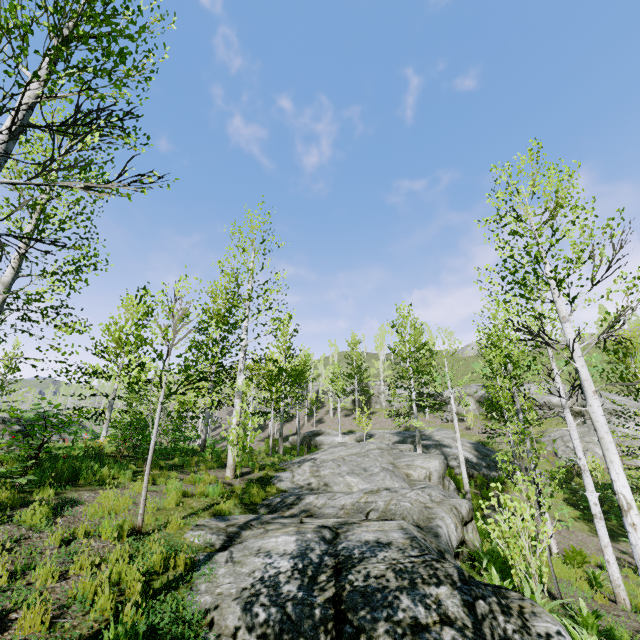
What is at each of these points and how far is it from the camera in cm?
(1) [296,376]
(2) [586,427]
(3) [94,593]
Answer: (1) instancedfoliageactor, 2598
(2) rock, 2412
(3) instancedfoliageactor, 396

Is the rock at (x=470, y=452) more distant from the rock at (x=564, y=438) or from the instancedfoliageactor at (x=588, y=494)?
the rock at (x=564, y=438)

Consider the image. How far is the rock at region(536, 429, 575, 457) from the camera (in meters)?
22.22

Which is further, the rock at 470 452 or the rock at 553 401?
the rock at 553 401

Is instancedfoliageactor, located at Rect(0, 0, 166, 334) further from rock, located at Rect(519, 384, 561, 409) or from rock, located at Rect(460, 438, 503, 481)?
rock, located at Rect(519, 384, 561, 409)

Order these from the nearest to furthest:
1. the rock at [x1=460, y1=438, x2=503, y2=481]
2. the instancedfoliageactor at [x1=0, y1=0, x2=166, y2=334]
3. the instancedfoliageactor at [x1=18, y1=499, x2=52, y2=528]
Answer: the instancedfoliageactor at [x1=0, y1=0, x2=166, y2=334], the instancedfoliageactor at [x1=18, y1=499, x2=52, y2=528], the rock at [x1=460, y1=438, x2=503, y2=481]

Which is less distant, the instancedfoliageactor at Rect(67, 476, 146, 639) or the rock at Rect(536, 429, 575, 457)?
the instancedfoliageactor at Rect(67, 476, 146, 639)
